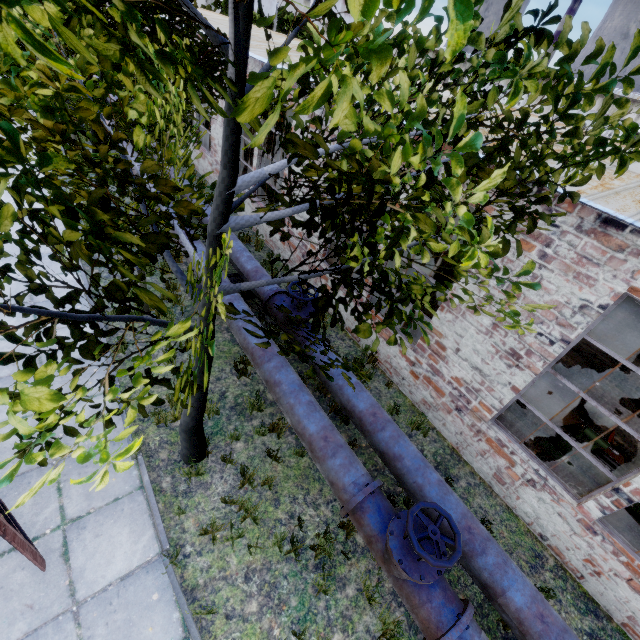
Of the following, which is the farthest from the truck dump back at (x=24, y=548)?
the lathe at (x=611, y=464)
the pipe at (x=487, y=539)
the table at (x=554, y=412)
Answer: the table at (x=554, y=412)

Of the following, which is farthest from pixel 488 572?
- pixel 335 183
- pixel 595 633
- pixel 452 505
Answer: pixel 335 183

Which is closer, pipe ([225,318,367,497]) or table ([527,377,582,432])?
pipe ([225,318,367,497])

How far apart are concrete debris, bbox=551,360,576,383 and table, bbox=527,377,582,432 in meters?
0.1

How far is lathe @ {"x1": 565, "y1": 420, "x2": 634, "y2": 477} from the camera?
5.8m

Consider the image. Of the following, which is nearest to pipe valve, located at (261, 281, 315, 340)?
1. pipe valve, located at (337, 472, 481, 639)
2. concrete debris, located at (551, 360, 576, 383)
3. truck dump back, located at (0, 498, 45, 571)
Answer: pipe valve, located at (337, 472, 481, 639)

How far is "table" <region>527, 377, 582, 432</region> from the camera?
7.05m

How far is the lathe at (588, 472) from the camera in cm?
598
